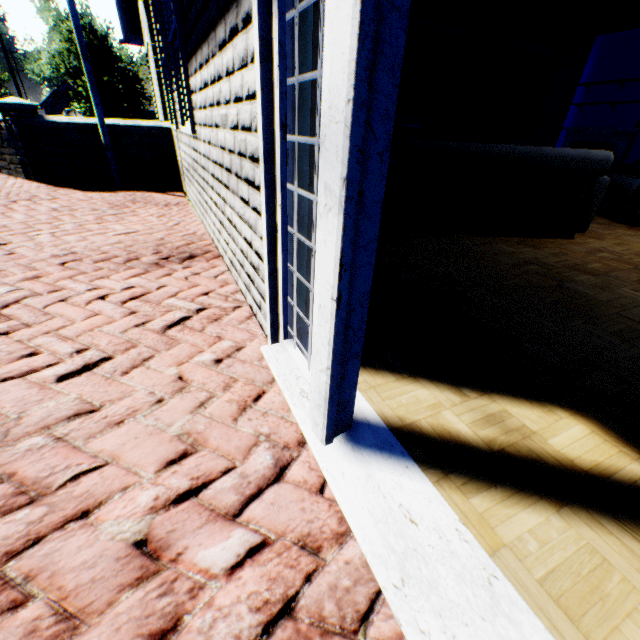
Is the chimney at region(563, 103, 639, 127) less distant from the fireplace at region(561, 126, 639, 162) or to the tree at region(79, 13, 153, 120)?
the fireplace at region(561, 126, 639, 162)

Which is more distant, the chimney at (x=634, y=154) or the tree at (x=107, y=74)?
the tree at (x=107, y=74)

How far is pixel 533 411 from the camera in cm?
147

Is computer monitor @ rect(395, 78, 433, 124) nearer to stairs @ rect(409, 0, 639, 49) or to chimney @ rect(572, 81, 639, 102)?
stairs @ rect(409, 0, 639, 49)

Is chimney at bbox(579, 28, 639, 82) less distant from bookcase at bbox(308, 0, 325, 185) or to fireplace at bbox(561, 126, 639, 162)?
fireplace at bbox(561, 126, 639, 162)

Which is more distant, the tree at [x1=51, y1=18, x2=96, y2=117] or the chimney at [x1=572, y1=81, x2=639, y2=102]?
the tree at [x1=51, y1=18, x2=96, y2=117]

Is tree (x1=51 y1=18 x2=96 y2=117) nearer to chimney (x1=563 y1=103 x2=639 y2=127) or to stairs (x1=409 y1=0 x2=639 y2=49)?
stairs (x1=409 y1=0 x2=639 y2=49)

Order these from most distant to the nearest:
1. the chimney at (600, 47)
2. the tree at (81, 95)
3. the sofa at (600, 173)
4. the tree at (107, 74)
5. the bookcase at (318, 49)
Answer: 1. the tree at (107, 74)
2. the tree at (81, 95)
3. the chimney at (600, 47)
4. the bookcase at (318, 49)
5. the sofa at (600, 173)
